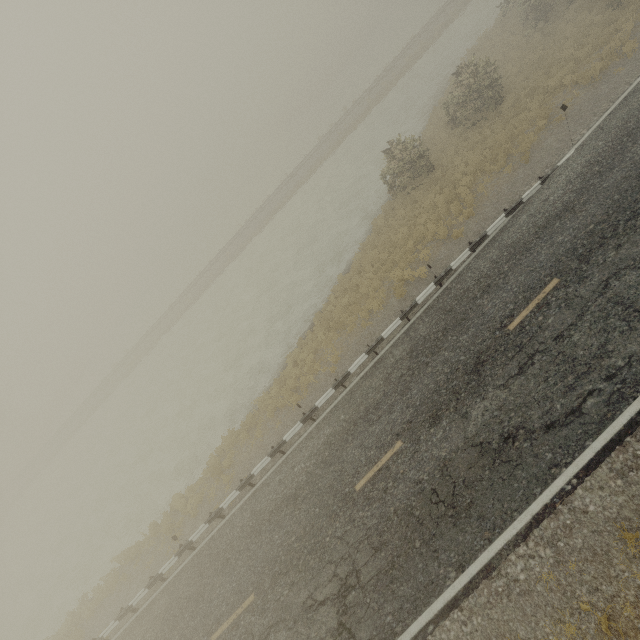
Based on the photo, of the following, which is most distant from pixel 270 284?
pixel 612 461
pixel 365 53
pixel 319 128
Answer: pixel 365 53
